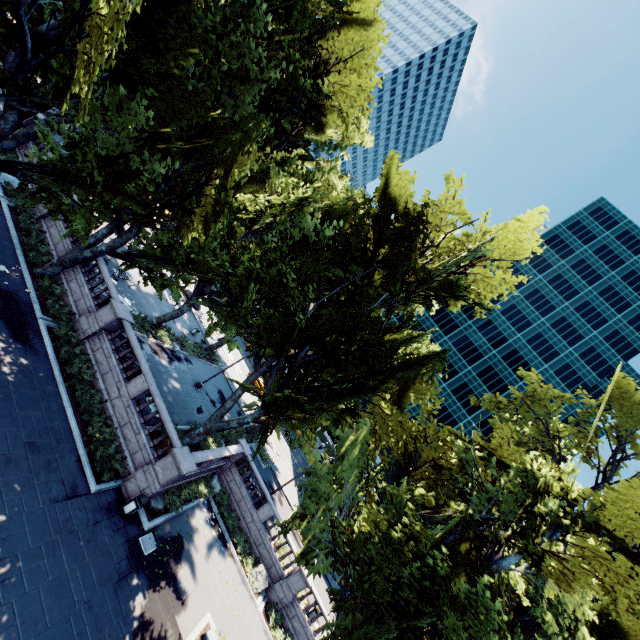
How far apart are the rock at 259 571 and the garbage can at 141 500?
10.9 meters

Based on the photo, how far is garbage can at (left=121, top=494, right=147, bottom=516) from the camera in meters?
15.4 m

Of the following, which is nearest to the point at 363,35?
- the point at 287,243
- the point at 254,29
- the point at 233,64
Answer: the point at 254,29

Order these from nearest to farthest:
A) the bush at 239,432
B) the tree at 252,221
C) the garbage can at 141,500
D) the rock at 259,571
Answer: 1. the tree at 252,221
2. the garbage can at 141,500
3. the rock at 259,571
4. the bush at 239,432

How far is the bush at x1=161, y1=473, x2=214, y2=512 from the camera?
18.3 meters

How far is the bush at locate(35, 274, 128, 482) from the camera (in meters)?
15.89

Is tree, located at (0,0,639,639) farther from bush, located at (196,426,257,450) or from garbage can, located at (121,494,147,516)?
garbage can, located at (121,494,147,516)

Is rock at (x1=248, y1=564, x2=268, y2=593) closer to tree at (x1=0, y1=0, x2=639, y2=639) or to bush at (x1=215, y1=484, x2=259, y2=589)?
bush at (x1=215, y1=484, x2=259, y2=589)
